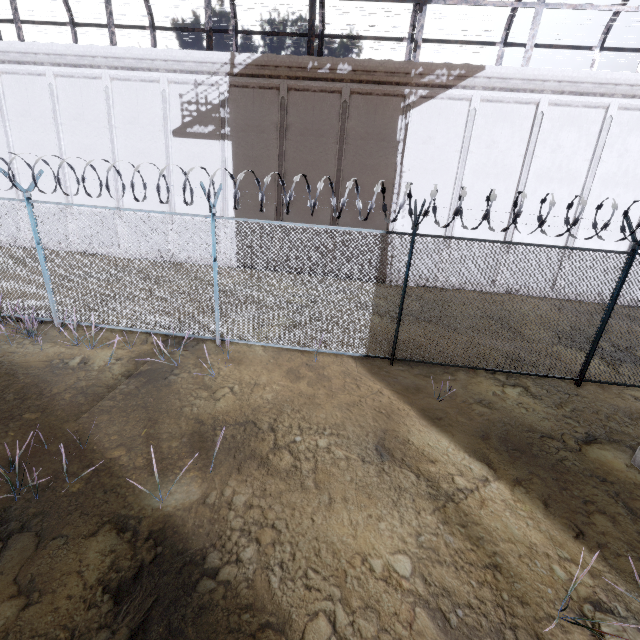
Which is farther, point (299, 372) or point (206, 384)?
point (299, 372)
